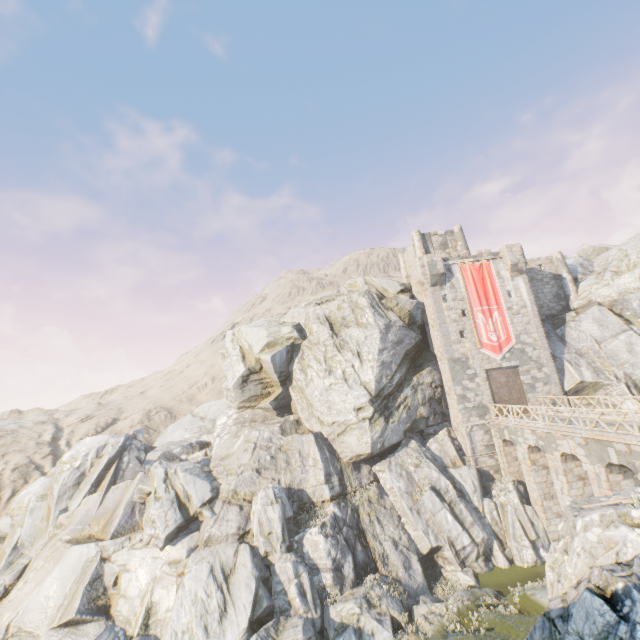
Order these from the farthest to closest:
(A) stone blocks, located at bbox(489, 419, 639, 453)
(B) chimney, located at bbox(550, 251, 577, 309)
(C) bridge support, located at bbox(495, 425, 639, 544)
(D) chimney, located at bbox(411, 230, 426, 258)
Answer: (D) chimney, located at bbox(411, 230, 426, 258), (B) chimney, located at bbox(550, 251, 577, 309), (C) bridge support, located at bbox(495, 425, 639, 544), (A) stone blocks, located at bbox(489, 419, 639, 453)

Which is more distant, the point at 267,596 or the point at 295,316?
the point at 295,316

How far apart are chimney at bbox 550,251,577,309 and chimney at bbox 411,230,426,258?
11.9 meters

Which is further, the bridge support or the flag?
the flag

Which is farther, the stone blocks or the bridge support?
the bridge support

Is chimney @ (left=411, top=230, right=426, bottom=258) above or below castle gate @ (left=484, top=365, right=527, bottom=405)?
above

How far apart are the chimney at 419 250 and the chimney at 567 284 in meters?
11.9 m

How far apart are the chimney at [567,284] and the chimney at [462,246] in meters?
7.3 m
